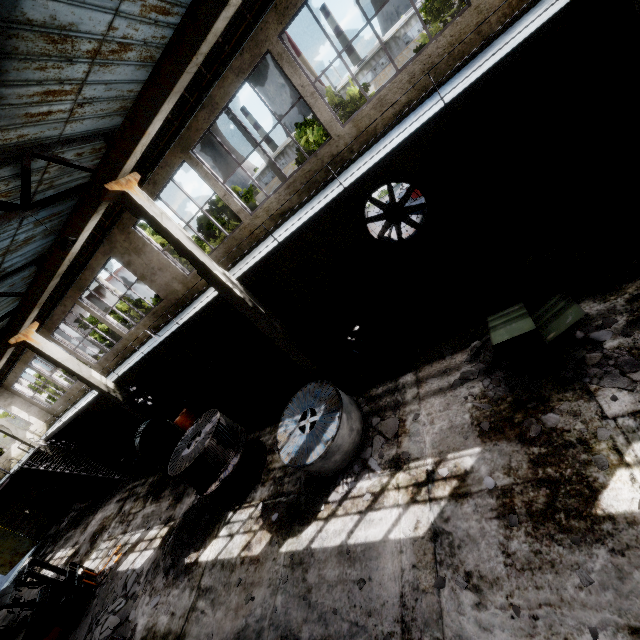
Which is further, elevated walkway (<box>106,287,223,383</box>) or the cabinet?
elevated walkway (<box>106,287,223,383</box>)

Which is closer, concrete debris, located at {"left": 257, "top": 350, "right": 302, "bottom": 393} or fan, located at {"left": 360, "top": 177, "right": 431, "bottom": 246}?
fan, located at {"left": 360, "top": 177, "right": 431, "bottom": 246}

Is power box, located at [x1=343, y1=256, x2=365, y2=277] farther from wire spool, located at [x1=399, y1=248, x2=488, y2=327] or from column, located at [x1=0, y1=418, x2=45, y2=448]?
column, located at [x1=0, y1=418, x2=45, y2=448]

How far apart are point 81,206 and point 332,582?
10.40m

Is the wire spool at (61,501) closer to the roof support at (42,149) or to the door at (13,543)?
the door at (13,543)

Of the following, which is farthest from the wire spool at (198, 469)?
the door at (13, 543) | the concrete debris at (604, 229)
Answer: the door at (13, 543)

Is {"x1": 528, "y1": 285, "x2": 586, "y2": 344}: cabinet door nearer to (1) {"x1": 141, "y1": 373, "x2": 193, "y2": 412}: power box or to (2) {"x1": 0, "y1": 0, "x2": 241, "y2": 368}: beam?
(2) {"x1": 0, "y1": 0, "x2": 241, "y2": 368}: beam

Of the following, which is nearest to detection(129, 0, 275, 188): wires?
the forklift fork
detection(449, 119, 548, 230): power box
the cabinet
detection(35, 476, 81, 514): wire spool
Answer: detection(449, 119, 548, 230): power box
